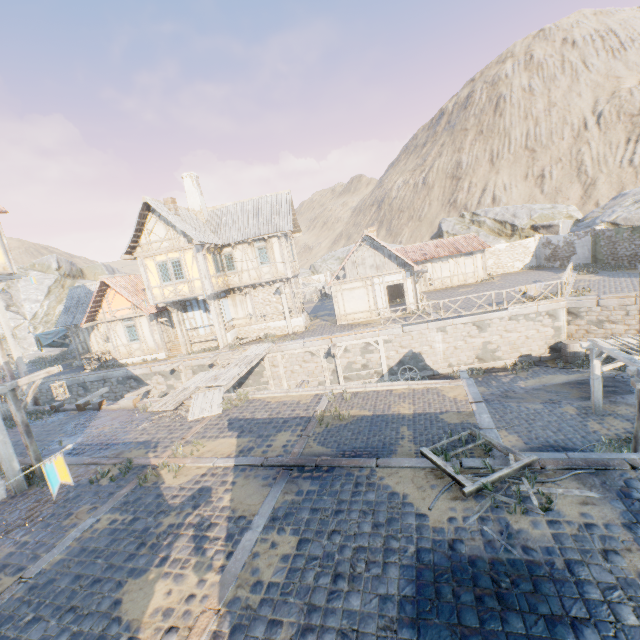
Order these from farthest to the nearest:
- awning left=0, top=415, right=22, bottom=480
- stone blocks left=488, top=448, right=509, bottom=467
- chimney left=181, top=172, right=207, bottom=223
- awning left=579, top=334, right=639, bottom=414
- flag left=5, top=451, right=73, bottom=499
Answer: chimney left=181, top=172, right=207, bottom=223, awning left=579, top=334, right=639, bottom=414, awning left=0, top=415, right=22, bottom=480, stone blocks left=488, top=448, right=509, bottom=467, flag left=5, top=451, right=73, bottom=499

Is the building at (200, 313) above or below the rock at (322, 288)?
above

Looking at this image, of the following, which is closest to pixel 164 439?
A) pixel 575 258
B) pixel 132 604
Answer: pixel 132 604

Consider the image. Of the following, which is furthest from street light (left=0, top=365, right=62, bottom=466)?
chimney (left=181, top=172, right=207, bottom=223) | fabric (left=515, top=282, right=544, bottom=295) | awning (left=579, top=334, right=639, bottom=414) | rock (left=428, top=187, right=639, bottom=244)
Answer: fabric (left=515, top=282, right=544, bottom=295)

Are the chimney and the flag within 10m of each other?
no

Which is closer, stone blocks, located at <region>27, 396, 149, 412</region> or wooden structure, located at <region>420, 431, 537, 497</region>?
wooden structure, located at <region>420, 431, 537, 497</region>

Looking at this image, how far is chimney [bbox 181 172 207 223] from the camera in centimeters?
2264cm

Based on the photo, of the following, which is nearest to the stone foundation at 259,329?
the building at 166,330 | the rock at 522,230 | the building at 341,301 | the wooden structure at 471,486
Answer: the building at 166,330
